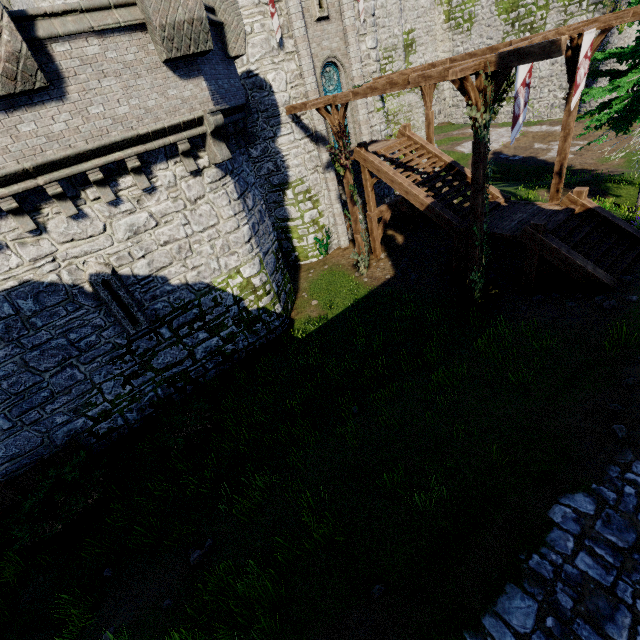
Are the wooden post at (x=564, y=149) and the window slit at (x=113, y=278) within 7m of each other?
no

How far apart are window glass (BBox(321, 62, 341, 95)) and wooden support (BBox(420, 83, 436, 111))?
3.1 meters

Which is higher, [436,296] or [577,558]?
[577,558]

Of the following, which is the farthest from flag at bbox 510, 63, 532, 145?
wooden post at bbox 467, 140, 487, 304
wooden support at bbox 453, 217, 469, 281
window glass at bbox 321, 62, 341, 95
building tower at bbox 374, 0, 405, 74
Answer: building tower at bbox 374, 0, 405, 74

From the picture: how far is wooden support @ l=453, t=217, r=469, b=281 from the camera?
12.6 meters

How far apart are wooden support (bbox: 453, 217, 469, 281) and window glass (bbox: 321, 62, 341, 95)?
8.53m

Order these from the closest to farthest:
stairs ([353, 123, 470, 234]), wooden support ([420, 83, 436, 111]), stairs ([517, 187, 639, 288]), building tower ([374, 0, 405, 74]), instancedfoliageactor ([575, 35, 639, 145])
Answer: stairs ([517, 187, 639, 288]) < instancedfoliageactor ([575, 35, 639, 145]) < stairs ([353, 123, 470, 234]) < wooden support ([420, 83, 436, 111]) < building tower ([374, 0, 405, 74])

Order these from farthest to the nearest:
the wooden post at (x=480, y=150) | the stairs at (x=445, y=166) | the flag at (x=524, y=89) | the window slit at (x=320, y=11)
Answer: the window slit at (x=320, y=11) → the stairs at (x=445, y=166) → the wooden post at (x=480, y=150) → the flag at (x=524, y=89)
